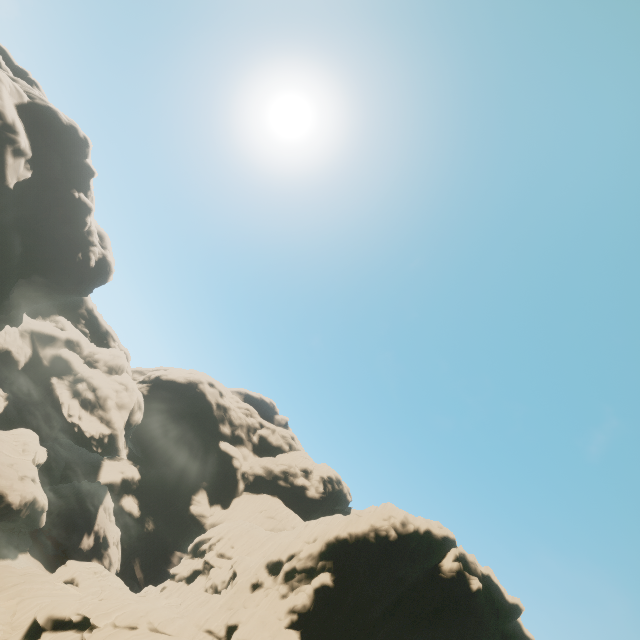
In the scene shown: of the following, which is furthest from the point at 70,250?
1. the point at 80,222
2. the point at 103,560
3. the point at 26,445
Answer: the point at 103,560

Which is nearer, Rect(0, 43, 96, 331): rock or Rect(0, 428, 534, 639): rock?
Rect(0, 428, 534, 639): rock

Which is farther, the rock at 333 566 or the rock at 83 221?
the rock at 83 221
